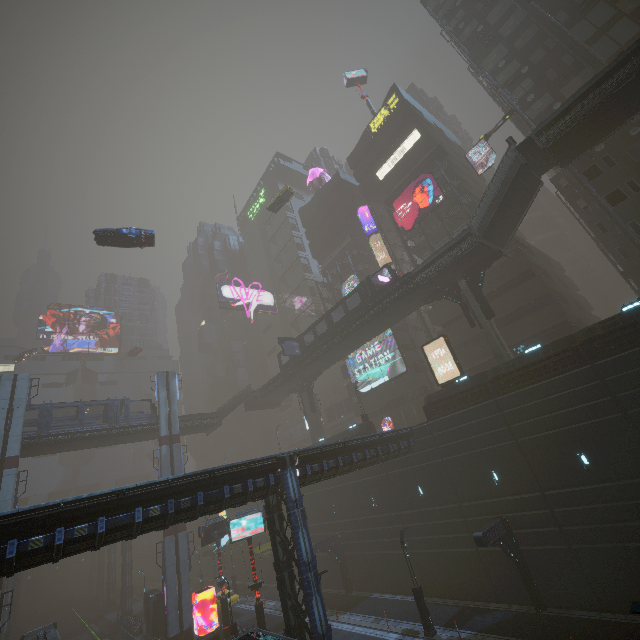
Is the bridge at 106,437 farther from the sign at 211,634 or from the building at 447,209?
the sign at 211,634

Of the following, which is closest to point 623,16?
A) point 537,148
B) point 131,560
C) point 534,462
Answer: point 537,148

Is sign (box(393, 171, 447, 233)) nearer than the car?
No

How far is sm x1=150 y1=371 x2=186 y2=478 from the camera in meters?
35.9

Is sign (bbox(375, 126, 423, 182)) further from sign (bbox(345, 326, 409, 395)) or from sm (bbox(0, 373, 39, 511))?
sm (bbox(0, 373, 39, 511))

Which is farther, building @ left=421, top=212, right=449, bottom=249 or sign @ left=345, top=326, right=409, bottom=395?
sign @ left=345, top=326, right=409, bottom=395

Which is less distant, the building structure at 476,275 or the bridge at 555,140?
the bridge at 555,140

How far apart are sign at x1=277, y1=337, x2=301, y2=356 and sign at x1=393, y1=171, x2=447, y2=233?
19.3 meters
